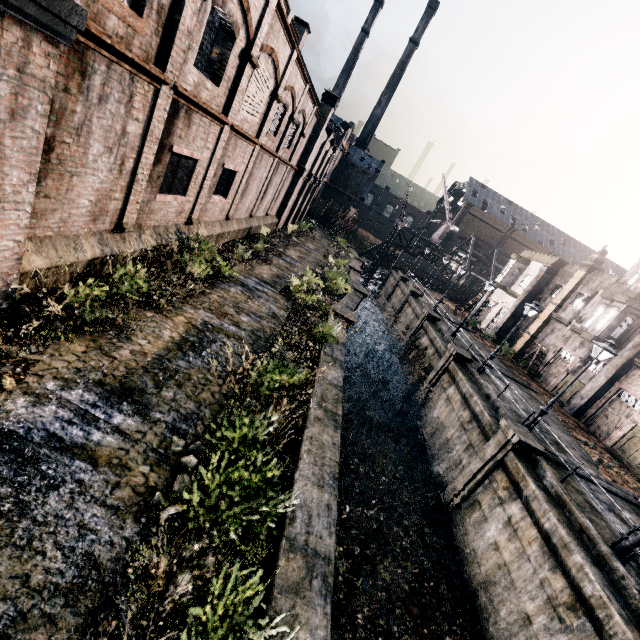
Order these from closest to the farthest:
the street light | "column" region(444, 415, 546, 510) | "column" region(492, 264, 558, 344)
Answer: the street light < "column" region(444, 415, 546, 510) < "column" region(492, 264, 558, 344)

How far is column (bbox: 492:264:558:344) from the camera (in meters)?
33.44

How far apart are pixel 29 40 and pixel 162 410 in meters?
6.8

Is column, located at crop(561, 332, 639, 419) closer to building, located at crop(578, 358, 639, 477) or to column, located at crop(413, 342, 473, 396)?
building, located at crop(578, 358, 639, 477)

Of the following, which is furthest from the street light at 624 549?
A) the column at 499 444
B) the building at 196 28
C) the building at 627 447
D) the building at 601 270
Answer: the building at 196 28

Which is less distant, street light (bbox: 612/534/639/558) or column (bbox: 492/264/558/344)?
street light (bbox: 612/534/639/558)

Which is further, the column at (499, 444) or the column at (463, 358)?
the column at (463, 358)

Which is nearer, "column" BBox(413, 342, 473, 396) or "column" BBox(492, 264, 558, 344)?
"column" BBox(413, 342, 473, 396)
